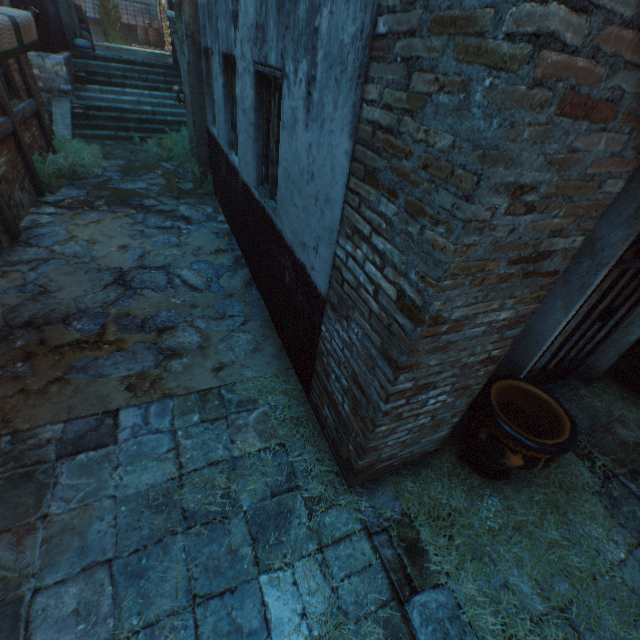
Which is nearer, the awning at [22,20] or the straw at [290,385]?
the awning at [22,20]

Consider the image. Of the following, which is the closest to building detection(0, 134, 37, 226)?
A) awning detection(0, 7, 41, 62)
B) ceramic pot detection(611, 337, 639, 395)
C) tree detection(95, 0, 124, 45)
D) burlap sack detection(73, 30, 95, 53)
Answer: awning detection(0, 7, 41, 62)

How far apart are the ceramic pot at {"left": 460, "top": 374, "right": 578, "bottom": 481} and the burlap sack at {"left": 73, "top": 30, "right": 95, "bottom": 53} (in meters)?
16.58

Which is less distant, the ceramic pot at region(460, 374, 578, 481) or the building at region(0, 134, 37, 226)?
the ceramic pot at region(460, 374, 578, 481)

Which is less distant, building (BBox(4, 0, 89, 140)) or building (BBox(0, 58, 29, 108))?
building (BBox(0, 58, 29, 108))

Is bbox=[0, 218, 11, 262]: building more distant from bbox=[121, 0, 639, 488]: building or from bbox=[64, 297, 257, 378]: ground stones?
bbox=[121, 0, 639, 488]: building

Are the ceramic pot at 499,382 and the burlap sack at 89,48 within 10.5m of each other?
no

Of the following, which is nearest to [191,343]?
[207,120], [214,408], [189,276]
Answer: [214,408]
